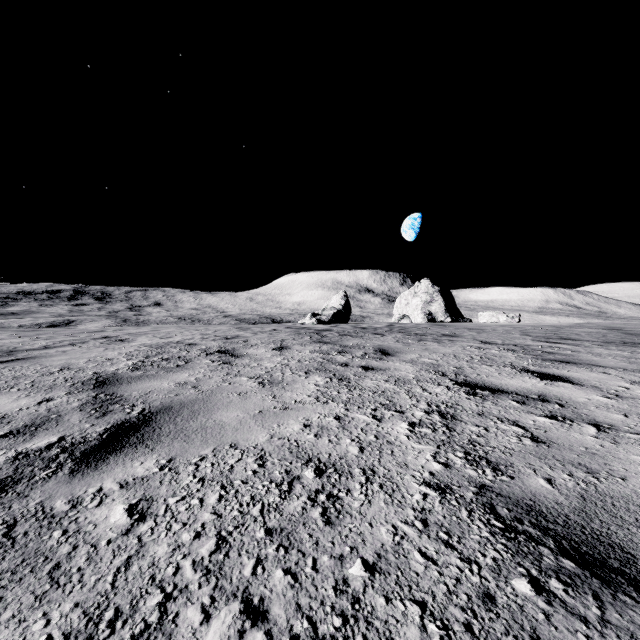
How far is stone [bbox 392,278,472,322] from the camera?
34.5m

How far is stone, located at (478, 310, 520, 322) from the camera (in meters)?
25.95

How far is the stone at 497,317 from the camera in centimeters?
2595cm

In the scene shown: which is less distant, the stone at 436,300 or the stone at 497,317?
the stone at 497,317

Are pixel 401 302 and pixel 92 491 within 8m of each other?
no

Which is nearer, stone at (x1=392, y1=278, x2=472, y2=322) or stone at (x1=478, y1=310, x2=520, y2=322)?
stone at (x1=478, y1=310, x2=520, y2=322)
